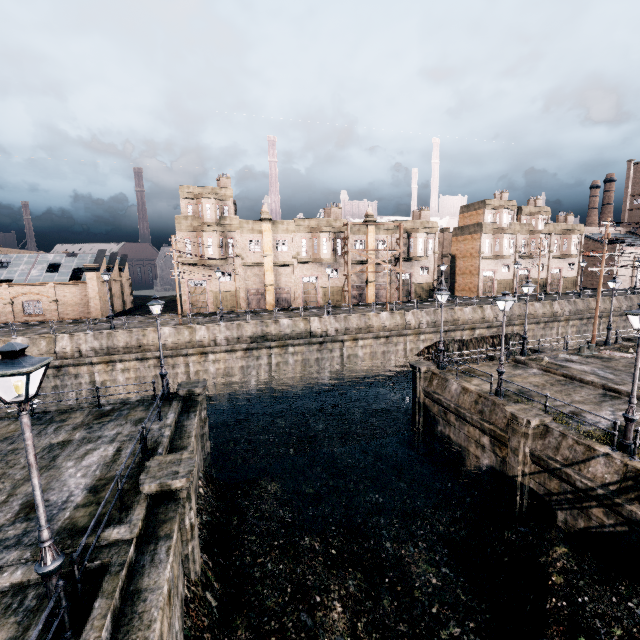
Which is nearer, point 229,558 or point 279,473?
point 229,558

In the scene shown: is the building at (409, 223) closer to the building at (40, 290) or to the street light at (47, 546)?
the building at (40, 290)

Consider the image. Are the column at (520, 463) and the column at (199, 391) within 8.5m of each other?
no

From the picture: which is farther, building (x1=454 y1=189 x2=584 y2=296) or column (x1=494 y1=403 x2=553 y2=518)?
building (x1=454 y1=189 x2=584 y2=296)

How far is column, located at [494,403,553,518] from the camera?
14.94m

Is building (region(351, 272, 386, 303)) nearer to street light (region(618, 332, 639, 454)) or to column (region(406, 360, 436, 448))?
column (region(406, 360, 436, 448))

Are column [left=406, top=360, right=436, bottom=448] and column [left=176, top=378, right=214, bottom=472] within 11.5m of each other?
no

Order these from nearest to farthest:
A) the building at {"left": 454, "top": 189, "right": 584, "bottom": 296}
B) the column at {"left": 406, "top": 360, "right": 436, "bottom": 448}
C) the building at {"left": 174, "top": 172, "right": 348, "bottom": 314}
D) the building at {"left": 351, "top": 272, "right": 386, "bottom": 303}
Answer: the column at {"left": 406, "top": 360, "right": 436, "bottom": 448}, the building at {"left": 174, "top": 172, "right": 348, "bottom": 314}, the building at {"left": 351, "top": 272, "right": 386, "bottom": 303}, the building at {"left": 454, "top": 189, "right": 584, "bottom": 296}
